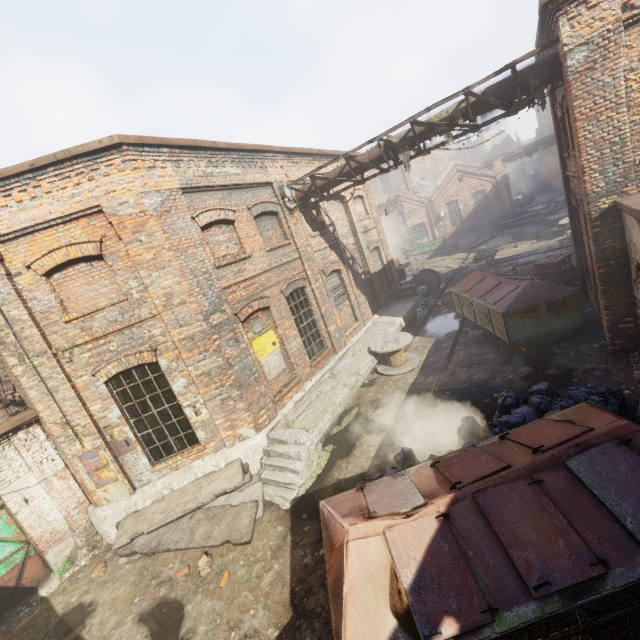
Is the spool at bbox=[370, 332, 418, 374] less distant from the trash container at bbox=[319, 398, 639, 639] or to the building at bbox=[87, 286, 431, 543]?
the building at bbox=[87, 286, 431, 543]

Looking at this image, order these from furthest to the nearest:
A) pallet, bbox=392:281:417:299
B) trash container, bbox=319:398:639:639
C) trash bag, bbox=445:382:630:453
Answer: pallet, bbox=392:281:417:299, trash bag, bbox=445:382:630:453, trash container, bbox=319:398:639:639

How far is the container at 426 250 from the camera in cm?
3079

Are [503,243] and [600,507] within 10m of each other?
no

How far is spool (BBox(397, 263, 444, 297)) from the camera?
18.1 meters

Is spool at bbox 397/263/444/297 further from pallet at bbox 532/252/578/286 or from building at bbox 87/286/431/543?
pallet at bbox 532/252/578/286

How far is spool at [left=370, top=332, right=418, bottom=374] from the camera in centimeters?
1095cm

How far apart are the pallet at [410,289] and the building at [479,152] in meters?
54.9
